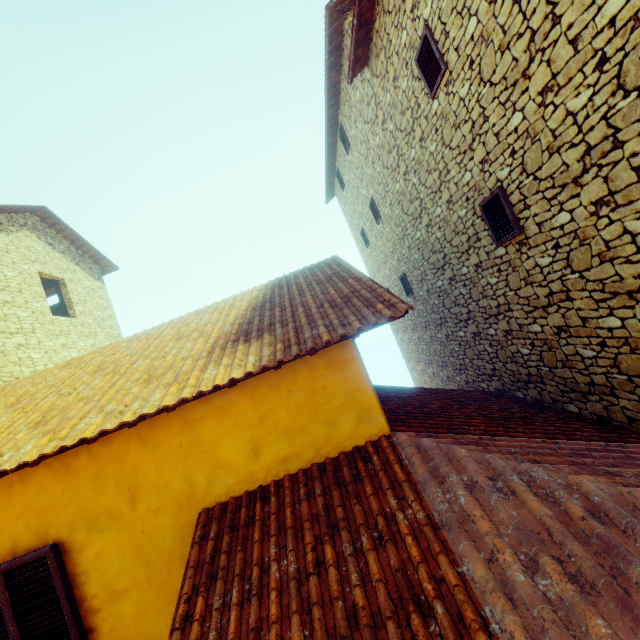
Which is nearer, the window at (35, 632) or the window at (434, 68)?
the window at (35, 632)

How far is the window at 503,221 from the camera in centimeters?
425cm

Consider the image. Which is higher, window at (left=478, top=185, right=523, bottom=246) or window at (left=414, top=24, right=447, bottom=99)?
window at (left=414, top=24, right=447, bottom=99)

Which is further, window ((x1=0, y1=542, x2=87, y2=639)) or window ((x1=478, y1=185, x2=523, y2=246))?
window ((x1=478, y1=185, x2=523, y2=246))

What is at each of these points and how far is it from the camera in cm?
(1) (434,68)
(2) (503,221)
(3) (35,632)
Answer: (1) window, 465
(2) window, 445
(3) window, 299

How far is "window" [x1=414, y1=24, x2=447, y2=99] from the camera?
4.4 meters
